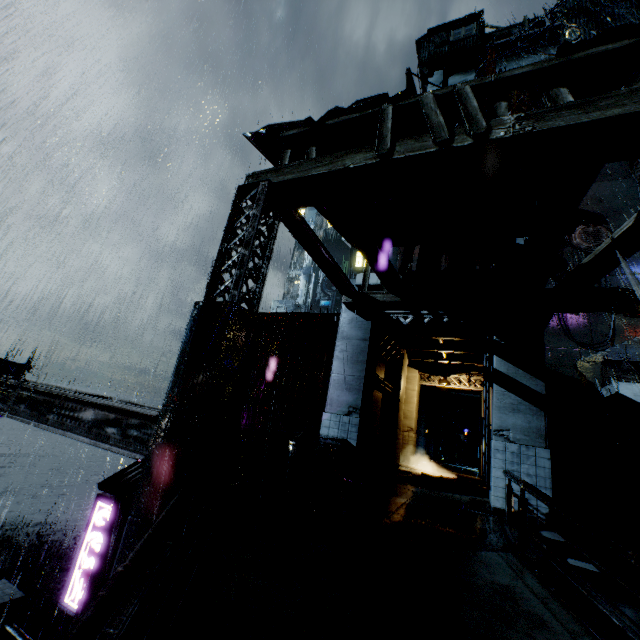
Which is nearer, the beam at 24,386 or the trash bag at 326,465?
the beam at 24,386

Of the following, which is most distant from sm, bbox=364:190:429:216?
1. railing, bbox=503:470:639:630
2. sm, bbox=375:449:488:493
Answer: sm, bbox=375:449:488:493

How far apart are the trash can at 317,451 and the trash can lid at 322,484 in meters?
0.0

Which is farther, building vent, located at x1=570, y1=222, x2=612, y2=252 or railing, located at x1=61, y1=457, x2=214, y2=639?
building vent, located at x1=570, y1=222, x2=612, y2=252

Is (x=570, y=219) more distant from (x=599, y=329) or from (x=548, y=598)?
(x=599, y=329)

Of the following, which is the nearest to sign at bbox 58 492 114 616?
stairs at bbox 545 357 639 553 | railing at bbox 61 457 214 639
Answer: railing at bbox 61 457 214 639

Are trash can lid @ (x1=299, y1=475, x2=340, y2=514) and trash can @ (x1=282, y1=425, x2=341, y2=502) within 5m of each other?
yes

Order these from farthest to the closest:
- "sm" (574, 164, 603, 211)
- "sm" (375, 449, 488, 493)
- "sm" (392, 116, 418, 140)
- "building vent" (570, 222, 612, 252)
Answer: "building vent" (570, 222, 612, 252), "sm" (375, 449, 488, 493), "sm" (574, 164, 603, 211), "sm" (392, 116, 418, 140)
